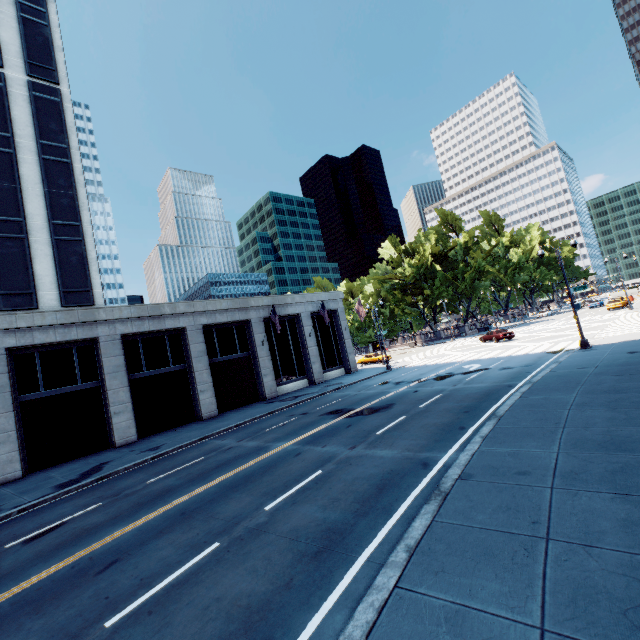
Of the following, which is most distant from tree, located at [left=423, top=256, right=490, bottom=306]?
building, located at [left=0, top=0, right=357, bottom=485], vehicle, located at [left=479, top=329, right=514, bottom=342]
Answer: building, located at [left=0, top=0, right=357, bottom=485]

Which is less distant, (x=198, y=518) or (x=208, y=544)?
(x=208, y=544)

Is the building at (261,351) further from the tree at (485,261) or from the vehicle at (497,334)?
the tree at (485,261)

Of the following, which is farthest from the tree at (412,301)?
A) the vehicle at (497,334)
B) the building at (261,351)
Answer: the building at (261,351)

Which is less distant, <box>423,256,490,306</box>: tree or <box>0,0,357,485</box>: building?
<box>0,0,357,485</box>: building

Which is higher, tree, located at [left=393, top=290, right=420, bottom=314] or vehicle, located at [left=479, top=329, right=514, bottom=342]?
tree, located at [left=393, top=290, right=420, bottom=314]

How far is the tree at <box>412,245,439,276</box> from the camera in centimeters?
5862cm

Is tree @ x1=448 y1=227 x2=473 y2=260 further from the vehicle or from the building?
the building
